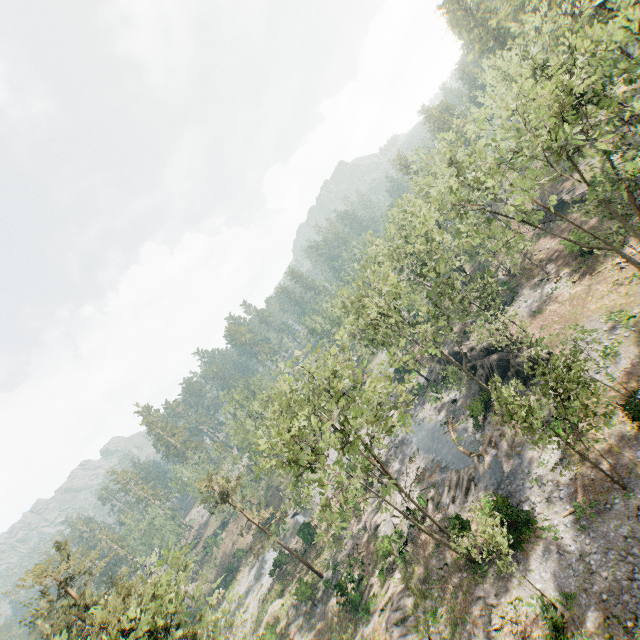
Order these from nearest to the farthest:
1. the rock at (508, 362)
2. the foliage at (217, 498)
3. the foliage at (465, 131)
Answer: the foliage at (465, 131) → the rock at (508, 362) → the foliage at (217, 498)

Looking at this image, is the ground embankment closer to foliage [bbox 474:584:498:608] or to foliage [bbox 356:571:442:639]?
foliage [bbox 356:571:442:639]

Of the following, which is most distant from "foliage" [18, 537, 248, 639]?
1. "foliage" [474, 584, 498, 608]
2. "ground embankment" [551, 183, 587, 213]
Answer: "foliage" [474, 584, 498, 608]

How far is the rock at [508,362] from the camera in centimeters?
3036cm

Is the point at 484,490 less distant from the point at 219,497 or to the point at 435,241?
the point at 435,241

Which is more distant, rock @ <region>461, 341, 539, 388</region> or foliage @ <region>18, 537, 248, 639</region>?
rock @ <region>461, 341, 539, 388</region>

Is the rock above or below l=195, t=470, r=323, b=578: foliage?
below

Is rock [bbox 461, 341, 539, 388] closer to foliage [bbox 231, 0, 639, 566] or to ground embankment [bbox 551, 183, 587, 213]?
foliage [bbox 231, 0, 639, 566]
